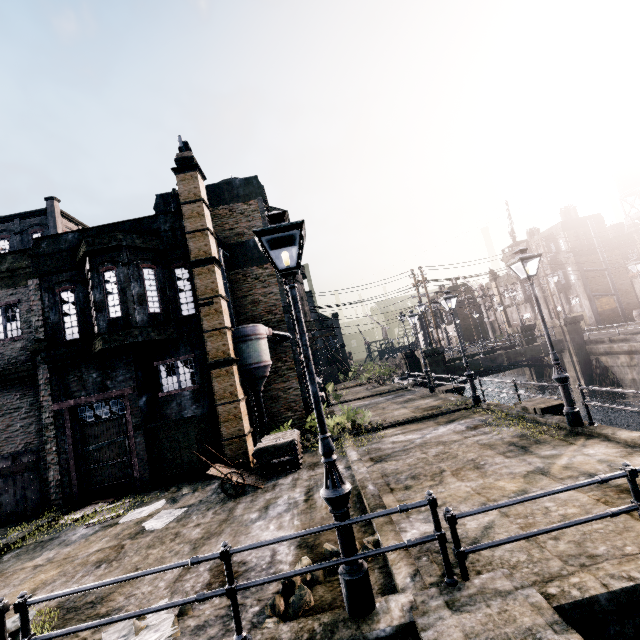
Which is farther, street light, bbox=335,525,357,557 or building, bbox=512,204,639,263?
building, bbox=512,204,639,263

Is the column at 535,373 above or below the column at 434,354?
below

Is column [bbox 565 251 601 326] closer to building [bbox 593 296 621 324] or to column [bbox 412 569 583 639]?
building [bbox 593 296 621 324]

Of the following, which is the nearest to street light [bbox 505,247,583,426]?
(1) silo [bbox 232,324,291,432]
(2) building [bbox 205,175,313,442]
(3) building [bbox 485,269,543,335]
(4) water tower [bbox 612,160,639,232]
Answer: (1) silo [bbox 232,324,291,432]

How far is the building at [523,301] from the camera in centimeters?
4859cm

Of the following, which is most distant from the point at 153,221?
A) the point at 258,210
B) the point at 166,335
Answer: the point at 258,210

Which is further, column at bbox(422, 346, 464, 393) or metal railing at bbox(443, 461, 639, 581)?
column at bbox(422, 346, 464, 393)

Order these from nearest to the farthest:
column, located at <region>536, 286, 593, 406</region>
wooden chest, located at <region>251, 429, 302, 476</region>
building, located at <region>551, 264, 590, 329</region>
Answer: wooden chest, located at <region>251, 429, 302, 476</region>, column, located at <region>536, 286, 593, 406</region>, building, located at <region>551, 264, 590, 329</region>
